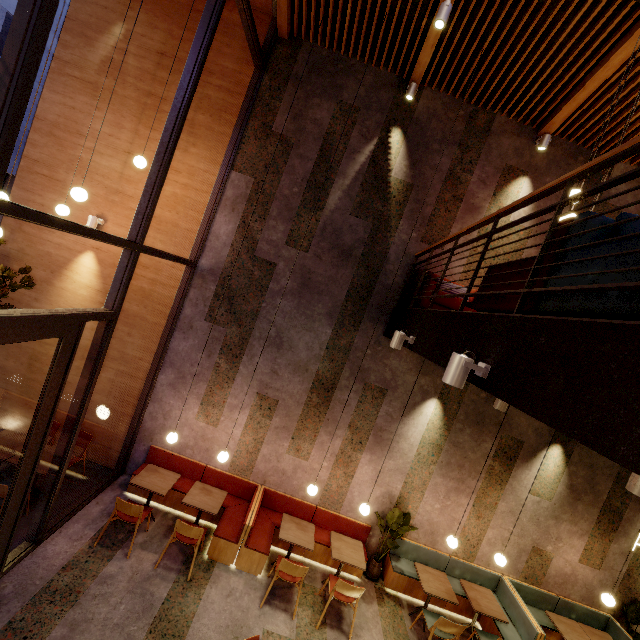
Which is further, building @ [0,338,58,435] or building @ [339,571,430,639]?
building @ [0,338,58,435]

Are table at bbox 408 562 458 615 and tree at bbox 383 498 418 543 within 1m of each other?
yes

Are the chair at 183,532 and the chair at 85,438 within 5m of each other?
yes

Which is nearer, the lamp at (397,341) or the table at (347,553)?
the lamp at (397,341)

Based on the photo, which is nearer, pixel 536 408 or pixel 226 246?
pixel 536 408

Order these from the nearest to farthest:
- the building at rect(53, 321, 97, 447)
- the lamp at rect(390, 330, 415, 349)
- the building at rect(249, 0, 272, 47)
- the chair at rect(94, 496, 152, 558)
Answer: the lamp at rect(390, 330, 415, 349), the chair at rect(94, 496, 152, 558), the building at rect(249, 0, 272, 47), the building at rect(53, 321, 97, 447)

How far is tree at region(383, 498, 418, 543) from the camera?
6.1 meters

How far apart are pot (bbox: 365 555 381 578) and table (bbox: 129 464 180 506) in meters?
4.1
